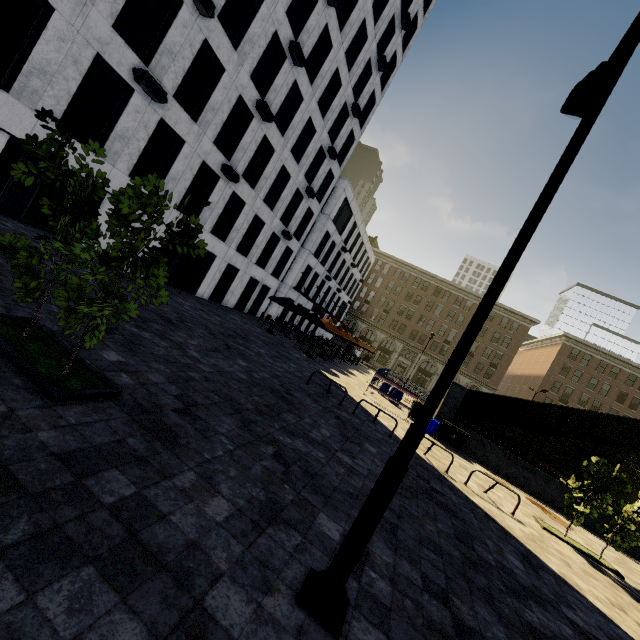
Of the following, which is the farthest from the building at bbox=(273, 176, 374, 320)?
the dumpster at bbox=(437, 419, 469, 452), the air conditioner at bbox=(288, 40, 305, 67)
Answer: the dumpster at bbox=(437, 419, 469, 452)

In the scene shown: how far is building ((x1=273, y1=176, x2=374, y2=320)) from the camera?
32.0m

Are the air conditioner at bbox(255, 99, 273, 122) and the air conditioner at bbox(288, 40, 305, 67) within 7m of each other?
yes

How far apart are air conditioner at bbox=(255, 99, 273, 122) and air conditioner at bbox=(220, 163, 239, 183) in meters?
3.5 m

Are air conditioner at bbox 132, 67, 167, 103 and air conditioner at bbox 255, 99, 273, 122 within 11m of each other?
yes

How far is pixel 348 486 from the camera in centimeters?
621cm

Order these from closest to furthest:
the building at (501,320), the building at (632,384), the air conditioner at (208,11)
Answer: the air conditioner at (208,11)
the building at (632,384)
the building at (501,320)

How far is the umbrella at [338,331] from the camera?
21.02m
